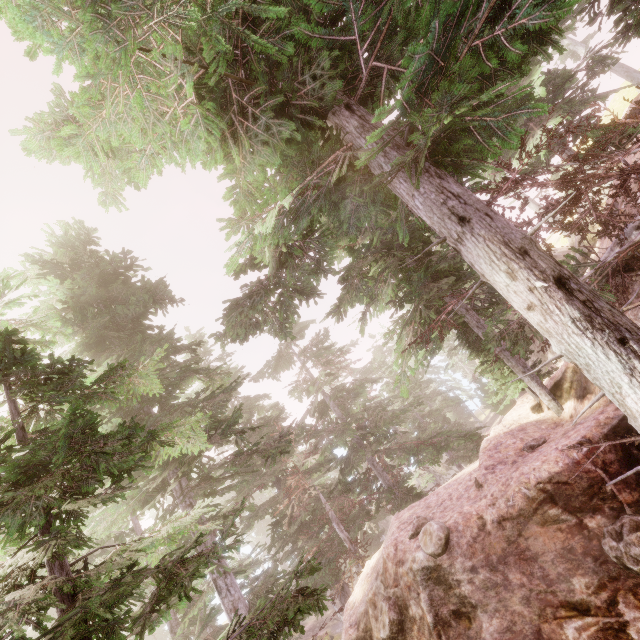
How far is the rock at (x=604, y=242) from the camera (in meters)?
9.83

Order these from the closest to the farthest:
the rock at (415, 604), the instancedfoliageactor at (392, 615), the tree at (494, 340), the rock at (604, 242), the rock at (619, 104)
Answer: the rock at (415, 604), the tree at (494, 340), the instancedfoliageactor at (392, 615), the rock at (604, 242), the rock at (619, 104)

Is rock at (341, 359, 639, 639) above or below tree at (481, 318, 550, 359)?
below

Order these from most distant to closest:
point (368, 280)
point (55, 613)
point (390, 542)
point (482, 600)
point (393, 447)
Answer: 1. point (393, 447)
2. point (55, 613)
3. point (368, 280)
4. point (390, 542)
5. point (482, 600)

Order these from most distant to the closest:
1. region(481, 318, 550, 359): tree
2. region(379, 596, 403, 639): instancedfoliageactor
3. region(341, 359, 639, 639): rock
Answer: region(379, 596, 403, 639): instancedfoliageactor < region(481, 318, 550, 359): tree < region(341, 359, 639, 639): rock

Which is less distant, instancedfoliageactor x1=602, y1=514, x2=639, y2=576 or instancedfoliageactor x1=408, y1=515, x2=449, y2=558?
instancedfoliageactor x1=602, y1=514, x2=639, y2=576

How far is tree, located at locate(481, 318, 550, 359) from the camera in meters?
6.5

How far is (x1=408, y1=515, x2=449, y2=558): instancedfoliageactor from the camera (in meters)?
6.68
